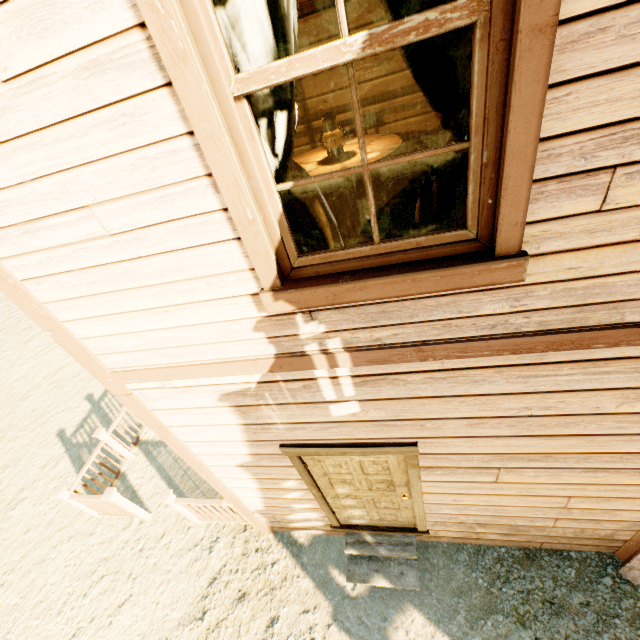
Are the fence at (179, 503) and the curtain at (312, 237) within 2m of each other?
no

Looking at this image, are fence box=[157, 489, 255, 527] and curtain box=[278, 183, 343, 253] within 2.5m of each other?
A: no

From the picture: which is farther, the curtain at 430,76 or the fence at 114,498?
the fence at 114,498

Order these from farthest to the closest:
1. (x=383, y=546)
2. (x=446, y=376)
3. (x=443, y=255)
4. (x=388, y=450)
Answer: (x=383, y=546)
(x=388, y=450)
(x=446, y=376)
(x=443, y=255)

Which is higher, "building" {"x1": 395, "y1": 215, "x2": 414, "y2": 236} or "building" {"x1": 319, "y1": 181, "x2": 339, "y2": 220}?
"building" {"x1": 319, "y1": 181, "x2": 339, "y2": 220}

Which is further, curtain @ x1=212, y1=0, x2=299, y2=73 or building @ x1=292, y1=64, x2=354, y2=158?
building @ x1=292, y1=64, x2=354, y2=158

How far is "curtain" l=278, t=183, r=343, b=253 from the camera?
1.7m

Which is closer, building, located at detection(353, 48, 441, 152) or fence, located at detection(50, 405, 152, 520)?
building, located at detection(353, 48, 441, 152)
